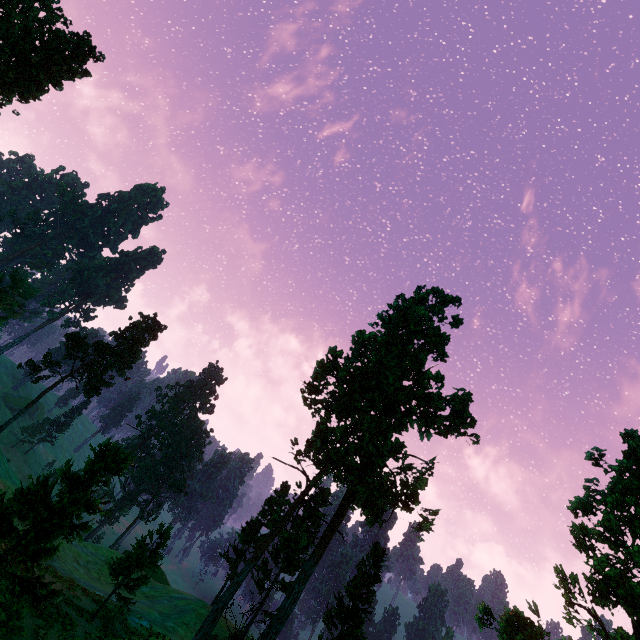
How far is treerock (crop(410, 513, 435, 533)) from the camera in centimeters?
1984cm

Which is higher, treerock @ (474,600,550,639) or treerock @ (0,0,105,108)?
treerock @ (0,0,105,108)

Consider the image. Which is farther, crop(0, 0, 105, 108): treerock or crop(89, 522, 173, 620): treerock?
crop(0, 0, 105, 108): treerock

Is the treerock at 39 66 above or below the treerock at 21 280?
above

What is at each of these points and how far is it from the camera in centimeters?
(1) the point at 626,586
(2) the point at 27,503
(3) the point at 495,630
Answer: (1) treerock, 1047cm
(2) treerock, 1341cm
(3) treerock, 1355cm

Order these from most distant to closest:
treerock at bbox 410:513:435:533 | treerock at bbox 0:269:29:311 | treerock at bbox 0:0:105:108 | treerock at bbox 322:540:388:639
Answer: treerock at bbox 0:269:29:311 < treerock at bbox 322:540:388:639 < treerock at bbox 0:0:105:108 < treerock at bbox 410:513:435:533

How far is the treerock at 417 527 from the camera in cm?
1984
